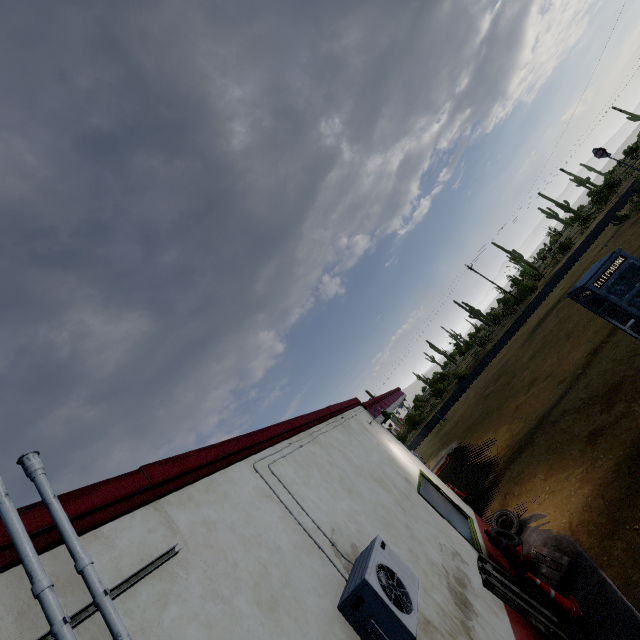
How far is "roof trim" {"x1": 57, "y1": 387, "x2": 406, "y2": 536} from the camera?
2.0m

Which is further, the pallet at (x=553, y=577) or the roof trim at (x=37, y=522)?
the pallet at (x=553, y=577)

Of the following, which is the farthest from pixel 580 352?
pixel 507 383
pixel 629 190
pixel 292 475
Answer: pixel 629 190

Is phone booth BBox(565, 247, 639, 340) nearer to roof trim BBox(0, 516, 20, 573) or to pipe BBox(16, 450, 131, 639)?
roof trim BBox(0, 516, 20, 573)

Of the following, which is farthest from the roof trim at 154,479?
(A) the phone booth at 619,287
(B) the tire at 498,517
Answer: (A) the phone booth at 619,287

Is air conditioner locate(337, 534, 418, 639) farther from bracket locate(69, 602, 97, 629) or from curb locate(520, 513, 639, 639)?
curb locate(520, 513, 639, 639)

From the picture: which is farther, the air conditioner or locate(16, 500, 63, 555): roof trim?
the air conditioner

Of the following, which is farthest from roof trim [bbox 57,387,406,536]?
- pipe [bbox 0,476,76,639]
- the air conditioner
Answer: the air conditioner
